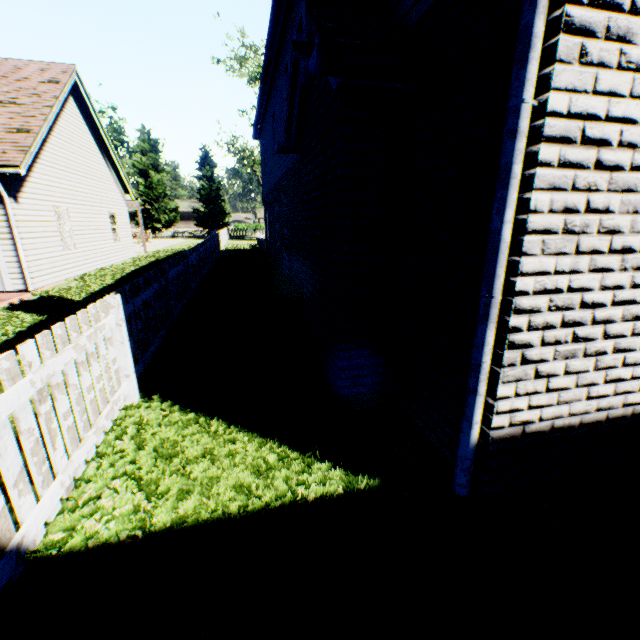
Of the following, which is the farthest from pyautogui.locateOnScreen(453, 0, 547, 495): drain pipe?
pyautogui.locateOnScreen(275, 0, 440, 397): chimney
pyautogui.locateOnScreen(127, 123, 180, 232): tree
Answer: Answer: pyautogui.locateOnScreen(127, 123, 180, 232): tree

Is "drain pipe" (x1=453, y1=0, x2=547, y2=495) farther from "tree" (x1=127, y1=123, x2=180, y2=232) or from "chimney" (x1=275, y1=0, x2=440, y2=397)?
"tree" (x1=127, y1=123, x2=180, y2=232)

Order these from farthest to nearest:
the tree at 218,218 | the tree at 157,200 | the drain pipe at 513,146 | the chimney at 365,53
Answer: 1. the tree at 218,218
2. the tree at 157,200
3. the chimney at 365,53
4. the drain pipe at 513,146

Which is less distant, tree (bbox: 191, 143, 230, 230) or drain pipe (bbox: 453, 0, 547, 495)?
drain pipe (bbox: 453, 0, 547, 495)

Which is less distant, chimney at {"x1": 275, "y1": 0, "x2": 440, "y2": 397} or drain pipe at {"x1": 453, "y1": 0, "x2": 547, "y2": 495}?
drain pipe at {"x1": 453, "y1": 0, "x2": 547, "y2": 495}

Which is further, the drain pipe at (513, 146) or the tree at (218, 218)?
the tree at (218, 218)

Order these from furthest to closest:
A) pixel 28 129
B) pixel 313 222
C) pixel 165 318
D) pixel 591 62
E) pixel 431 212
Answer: pixel 28 129 < pixel 165 318 < pixel 313 222 < pixel 431 212 < pixel 591 62
